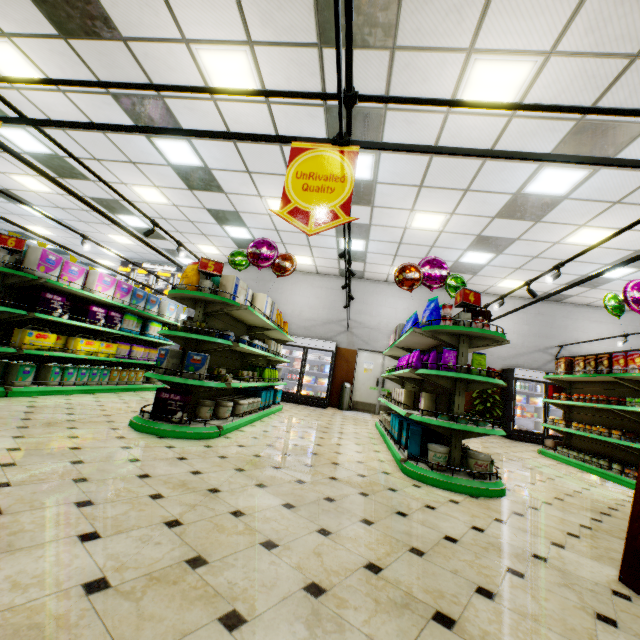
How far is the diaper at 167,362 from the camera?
4.4 meters

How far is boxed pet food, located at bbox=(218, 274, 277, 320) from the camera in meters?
5.0 m

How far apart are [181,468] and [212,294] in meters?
2.3

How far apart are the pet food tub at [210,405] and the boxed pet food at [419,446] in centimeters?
258cm

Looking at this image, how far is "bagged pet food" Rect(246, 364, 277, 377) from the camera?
6.76m

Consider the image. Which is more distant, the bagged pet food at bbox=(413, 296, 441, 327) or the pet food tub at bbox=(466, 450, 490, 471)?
the bagged pet food at bbox=(413, 296, 441, 327)

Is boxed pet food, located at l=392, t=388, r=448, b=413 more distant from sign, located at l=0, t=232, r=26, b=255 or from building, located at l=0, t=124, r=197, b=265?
sign, located at l=0, t=232, r=26, b=255

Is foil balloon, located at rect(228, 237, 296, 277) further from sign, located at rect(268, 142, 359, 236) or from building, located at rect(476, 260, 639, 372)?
sign, located at rect(268, 142, 359, 236)
